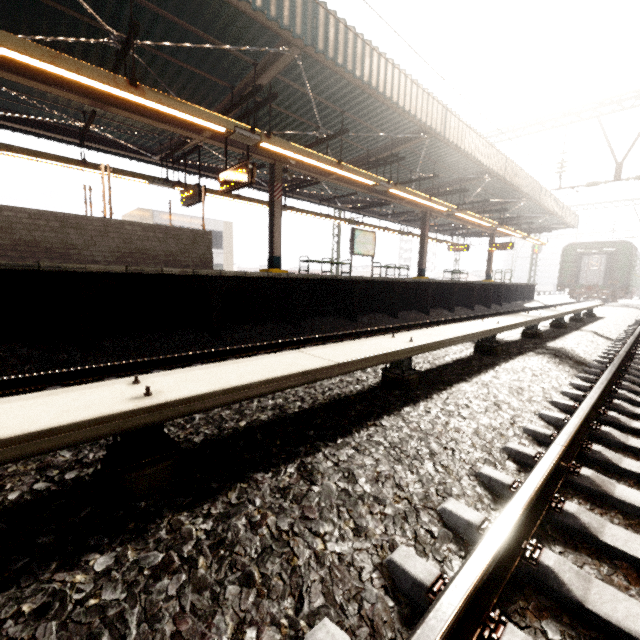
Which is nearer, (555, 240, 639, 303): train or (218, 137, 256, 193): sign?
(218, 137, 256, 193): sign

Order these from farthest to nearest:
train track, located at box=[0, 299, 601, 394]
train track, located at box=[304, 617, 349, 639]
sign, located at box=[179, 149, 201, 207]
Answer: sign, located at box=[179, 149, 201, 207] < train track, located at box=[0, 299, 601, 394] < train track, located at box=[304, 617, 349, 639]

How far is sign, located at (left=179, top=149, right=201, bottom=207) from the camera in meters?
9.8

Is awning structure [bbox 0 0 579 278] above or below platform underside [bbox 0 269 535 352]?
above

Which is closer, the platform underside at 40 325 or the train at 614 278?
the platform underside at 40 325

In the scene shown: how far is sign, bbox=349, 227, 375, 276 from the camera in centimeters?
1359cm

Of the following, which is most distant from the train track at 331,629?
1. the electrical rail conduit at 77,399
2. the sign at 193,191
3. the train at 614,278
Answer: the train at 614,278

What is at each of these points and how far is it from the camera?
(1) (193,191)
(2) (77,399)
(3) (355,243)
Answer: (1) sign, 10.0 meters
(2) electrical rail conduit, 1.6 meters
(3) sign, 13.6 meters
